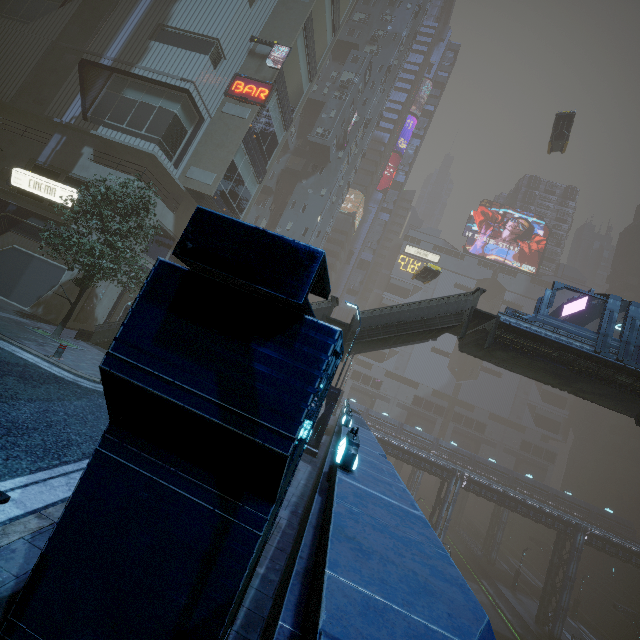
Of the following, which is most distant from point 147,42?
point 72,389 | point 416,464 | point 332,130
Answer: point 416,464

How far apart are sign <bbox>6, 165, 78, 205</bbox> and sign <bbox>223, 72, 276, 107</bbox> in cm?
1273

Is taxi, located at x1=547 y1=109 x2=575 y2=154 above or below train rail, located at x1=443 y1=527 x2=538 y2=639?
above

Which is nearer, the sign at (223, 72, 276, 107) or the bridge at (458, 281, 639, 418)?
the bridge at (458, 281, 639, 418)

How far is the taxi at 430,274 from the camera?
28.97m

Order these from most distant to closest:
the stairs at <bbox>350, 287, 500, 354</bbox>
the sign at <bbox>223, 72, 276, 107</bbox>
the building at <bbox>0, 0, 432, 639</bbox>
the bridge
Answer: the sign at <bbox>223, 72, 276, 107</bbox>
the stairs at <bbox>350, 287, 500, 354</bbox>
the bridge
the building at <bbox>0, 0, 432, 639</bbox>

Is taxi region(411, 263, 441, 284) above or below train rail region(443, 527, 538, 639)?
above

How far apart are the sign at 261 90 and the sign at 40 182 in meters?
12.7 m
